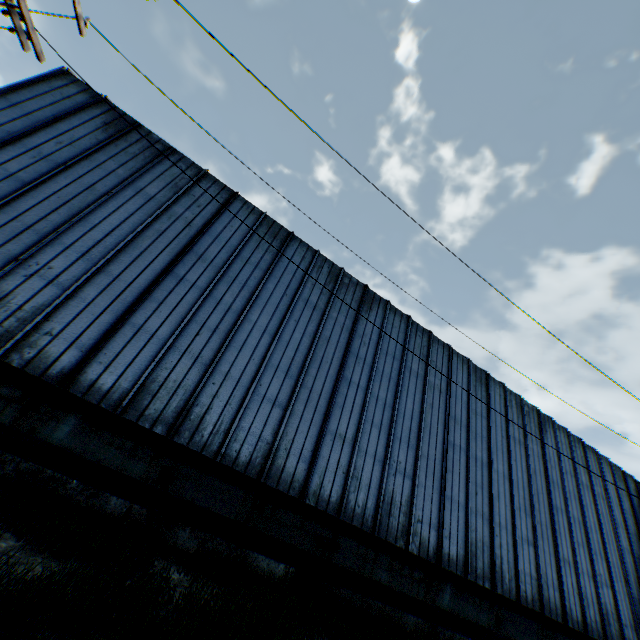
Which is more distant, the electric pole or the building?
the building

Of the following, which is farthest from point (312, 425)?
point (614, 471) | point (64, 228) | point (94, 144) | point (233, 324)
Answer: point (614, 471)

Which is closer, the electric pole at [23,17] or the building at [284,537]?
the electric pole at [23,17]
